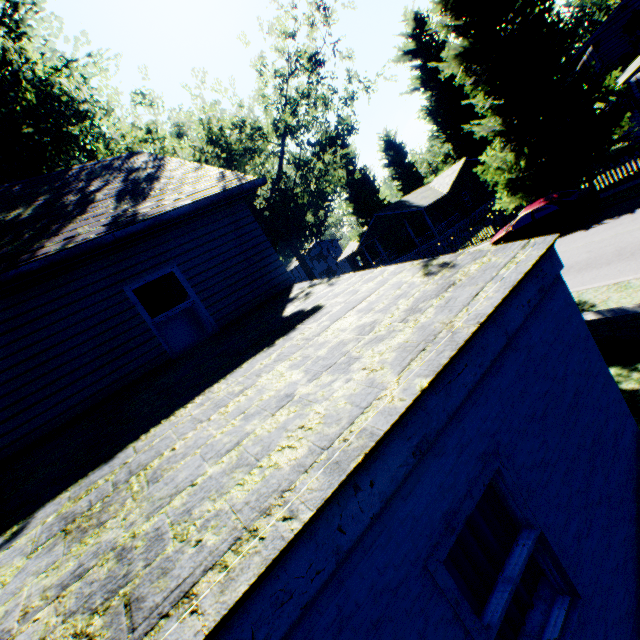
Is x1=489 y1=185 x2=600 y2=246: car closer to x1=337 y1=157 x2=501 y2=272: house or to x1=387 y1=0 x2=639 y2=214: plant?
x1=387 y1=0 x2=639 y2=214: plant

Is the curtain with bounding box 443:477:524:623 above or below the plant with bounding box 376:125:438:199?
below

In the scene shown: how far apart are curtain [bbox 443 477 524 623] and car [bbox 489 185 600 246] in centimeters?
1630cm

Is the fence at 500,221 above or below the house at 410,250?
below

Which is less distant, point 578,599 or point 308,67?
point 578,599

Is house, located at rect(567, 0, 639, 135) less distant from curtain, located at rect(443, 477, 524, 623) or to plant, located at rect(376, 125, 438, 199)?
plant, located at rect(376, 125, 438, 199)

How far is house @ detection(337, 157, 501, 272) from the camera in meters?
33.6 m

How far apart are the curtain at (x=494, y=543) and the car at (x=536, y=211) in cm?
1630
